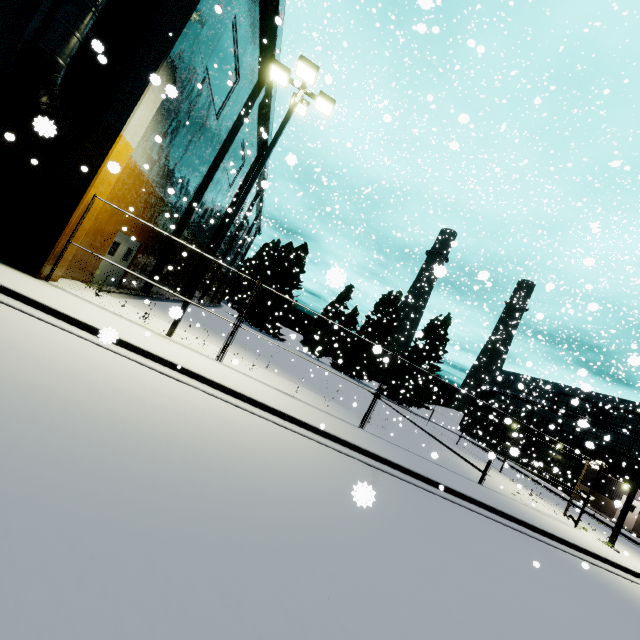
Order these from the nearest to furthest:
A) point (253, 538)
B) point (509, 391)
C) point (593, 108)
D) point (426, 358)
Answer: point (253, 538) → point (593, 108) → point (426, 358) → point (509, 391)

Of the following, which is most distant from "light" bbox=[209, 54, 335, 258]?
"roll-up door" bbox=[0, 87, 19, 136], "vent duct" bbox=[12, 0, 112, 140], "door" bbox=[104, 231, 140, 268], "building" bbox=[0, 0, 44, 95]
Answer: "roll-up door" bbox=[0, 87, 19, 136]

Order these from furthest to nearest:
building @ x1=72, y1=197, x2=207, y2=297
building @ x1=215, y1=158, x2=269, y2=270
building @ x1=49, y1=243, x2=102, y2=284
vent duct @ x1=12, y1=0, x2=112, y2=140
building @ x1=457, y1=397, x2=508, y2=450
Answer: building @ x1=457, y1=397, x2=508, y2=450
building @ x1=215, y1=158, x2=269, y2=270
building @ x1=72, y1=197, x2=207, y2=297
building @ x1=49, y1=243, x2=102, y2=284
vent duct @ x1=12, y1=0, x2=112, y2=140

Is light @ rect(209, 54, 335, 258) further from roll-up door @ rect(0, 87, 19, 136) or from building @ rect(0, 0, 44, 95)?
roll-up door @ rect(0, 87, 19, 136)

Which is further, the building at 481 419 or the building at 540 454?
the building at 481 419

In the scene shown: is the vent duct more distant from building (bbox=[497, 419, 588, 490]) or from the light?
the light

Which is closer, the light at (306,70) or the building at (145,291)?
the light at (306,70)

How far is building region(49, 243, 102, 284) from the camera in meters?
10.0 m
